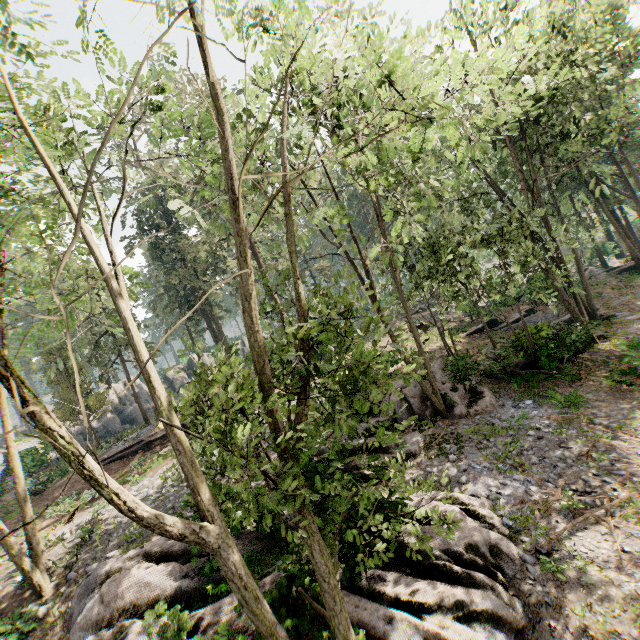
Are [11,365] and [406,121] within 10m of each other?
yes

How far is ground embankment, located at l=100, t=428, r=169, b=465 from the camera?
22.69m

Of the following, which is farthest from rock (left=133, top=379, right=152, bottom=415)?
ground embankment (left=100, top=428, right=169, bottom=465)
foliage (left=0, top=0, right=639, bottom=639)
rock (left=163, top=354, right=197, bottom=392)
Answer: ground embankment (left=100, top=428, right=169, bottom=465)

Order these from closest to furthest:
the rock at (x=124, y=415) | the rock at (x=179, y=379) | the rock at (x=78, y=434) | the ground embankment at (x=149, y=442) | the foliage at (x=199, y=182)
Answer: the foliage at (x=199, y=182)
the ground embankment at (x=149, y=442)
the rock at (x=78, y=434)
the rock at (x=124, y=415)
the rock at (x=179, y=379)

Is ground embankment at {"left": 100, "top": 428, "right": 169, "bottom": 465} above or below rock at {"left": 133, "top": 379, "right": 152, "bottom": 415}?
below

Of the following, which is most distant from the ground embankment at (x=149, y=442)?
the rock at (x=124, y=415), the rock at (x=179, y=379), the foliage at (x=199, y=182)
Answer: the rock at (x=179, y=379)

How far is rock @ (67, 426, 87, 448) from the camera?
34.2 meters
